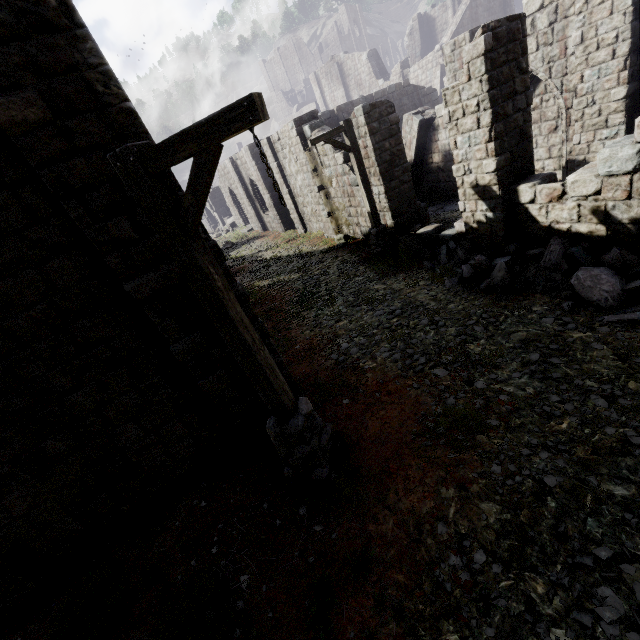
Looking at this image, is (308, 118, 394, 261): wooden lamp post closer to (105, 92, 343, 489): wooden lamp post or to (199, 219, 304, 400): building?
(199, 219, 304, 400): building

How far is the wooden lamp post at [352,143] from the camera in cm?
1009

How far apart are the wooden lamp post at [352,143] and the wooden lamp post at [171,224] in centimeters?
729cm

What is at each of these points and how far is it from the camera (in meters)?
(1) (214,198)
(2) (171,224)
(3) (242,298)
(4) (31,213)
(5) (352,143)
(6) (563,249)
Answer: (1) stone arch, 40.47
(2) wooden lamp post, 3.16
(3) building, 4.97
(4) building, 3.87
(5) wooden lamp post, 10.34
(6) rubble, 7.11

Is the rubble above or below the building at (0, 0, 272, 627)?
below

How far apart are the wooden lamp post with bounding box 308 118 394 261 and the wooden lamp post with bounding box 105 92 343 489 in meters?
7.3 m

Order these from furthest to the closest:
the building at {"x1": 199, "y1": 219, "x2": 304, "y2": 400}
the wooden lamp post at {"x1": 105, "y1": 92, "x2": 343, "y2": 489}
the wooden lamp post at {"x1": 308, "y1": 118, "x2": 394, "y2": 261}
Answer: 1. the wooden lamp post at {"x1": 308, "y1": 118, "x2": 394, "y2": 261}
2. the building at {"x1": 199, "y1": 219, "x2": 304, "y2": 400}
3. the wooden lamp post at {"x1": 105, "y1": 92, "x2": 343, "y2": 489}
